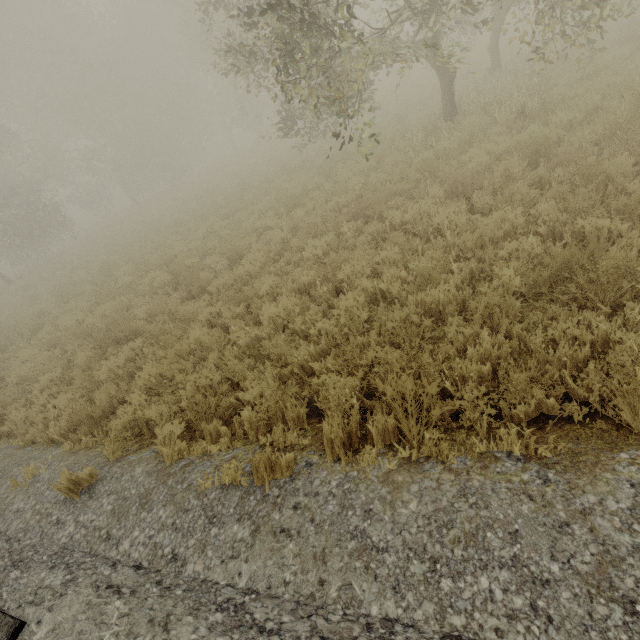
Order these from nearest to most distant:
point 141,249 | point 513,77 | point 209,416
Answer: point 209,416 < point 513,77 < point 141,249
